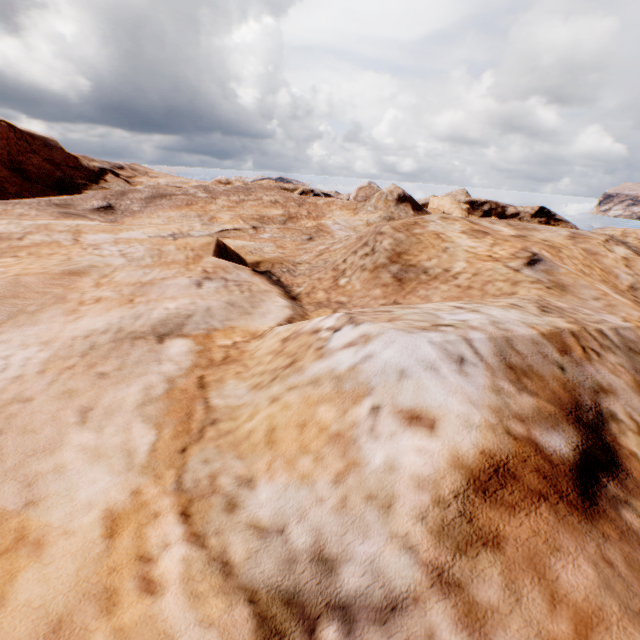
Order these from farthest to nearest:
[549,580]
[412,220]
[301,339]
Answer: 1. [412,220]
2. [301,339]
3. [549,580]
